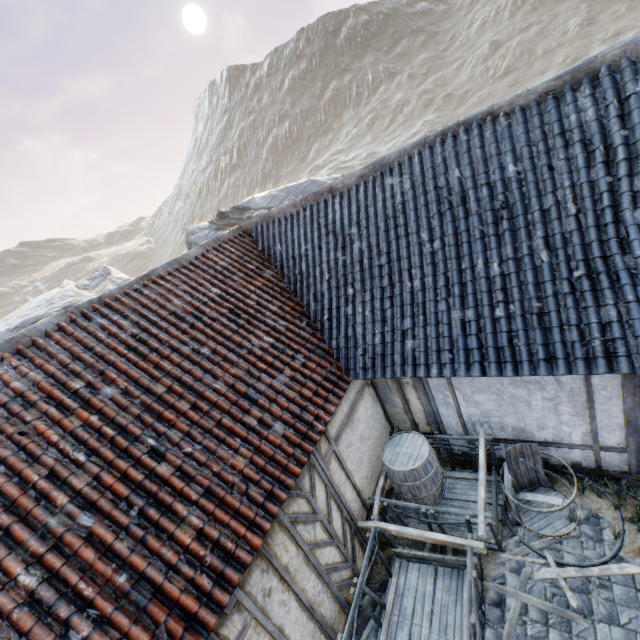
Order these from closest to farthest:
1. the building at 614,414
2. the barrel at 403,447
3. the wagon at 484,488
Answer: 1. the building at 614,414
2. the wagon at 484,488
3. the barrel at 403,447

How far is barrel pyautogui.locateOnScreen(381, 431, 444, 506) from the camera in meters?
5.7 m

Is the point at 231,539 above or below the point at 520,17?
below

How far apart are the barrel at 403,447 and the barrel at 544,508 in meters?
1.0

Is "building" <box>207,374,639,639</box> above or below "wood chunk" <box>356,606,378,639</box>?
above

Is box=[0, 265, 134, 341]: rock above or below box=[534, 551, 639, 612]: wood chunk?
above

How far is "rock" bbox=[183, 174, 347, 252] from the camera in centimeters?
2261cm

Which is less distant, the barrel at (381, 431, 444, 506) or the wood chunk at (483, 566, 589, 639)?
the wood chunk at (483, 566, 589, 639)
